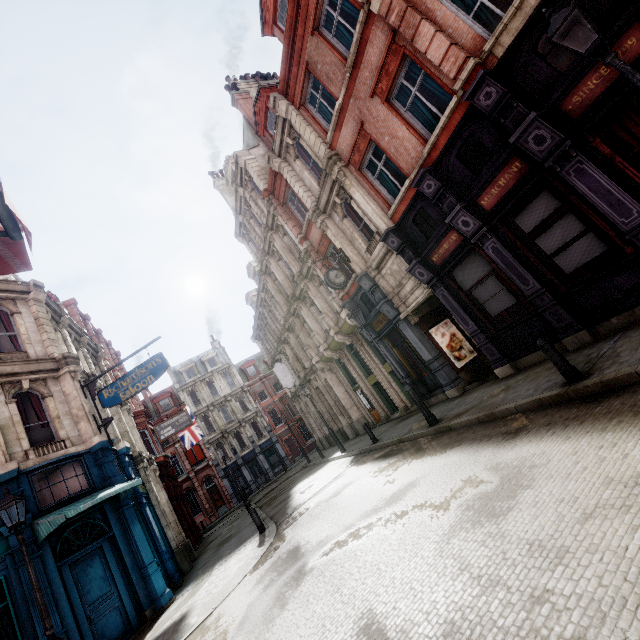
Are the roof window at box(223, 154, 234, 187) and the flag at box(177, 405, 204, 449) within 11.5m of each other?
no

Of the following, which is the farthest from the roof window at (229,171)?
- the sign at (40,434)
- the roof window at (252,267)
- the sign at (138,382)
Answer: the sign at (40,434)

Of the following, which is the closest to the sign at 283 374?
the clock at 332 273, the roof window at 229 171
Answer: the roof window at 229 171

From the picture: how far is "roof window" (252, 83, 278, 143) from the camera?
16.05m

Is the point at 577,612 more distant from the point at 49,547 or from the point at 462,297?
the point at 49,547

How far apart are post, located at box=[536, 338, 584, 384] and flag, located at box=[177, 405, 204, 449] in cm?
2578

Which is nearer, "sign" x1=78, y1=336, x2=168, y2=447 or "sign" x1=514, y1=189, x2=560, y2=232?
"sign" x1=514, y1=189, x2=560, y2=232

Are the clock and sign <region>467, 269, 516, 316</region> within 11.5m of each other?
yes
